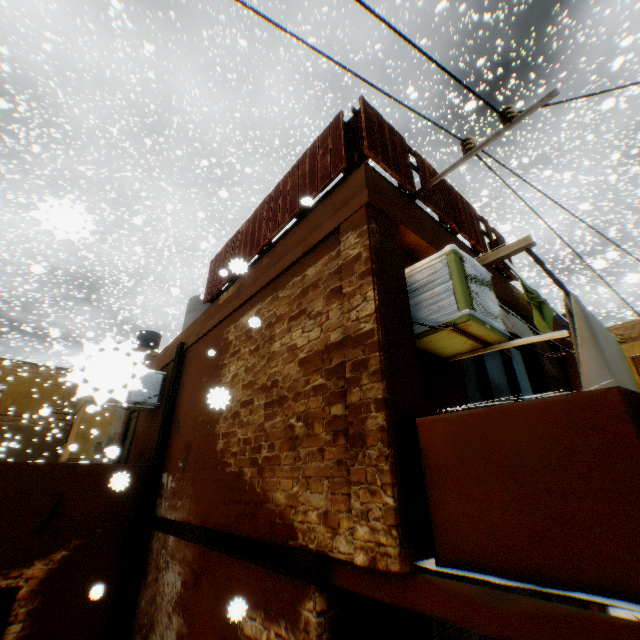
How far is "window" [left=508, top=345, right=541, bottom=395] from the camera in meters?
6.1

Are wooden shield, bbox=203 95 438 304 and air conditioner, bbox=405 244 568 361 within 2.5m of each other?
yes

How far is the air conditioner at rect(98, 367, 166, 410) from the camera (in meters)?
0.65

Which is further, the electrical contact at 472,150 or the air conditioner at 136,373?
the electrical contact at 472,150

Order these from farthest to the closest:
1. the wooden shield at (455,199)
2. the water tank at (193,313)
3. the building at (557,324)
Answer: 1. the water tank at (193,313)
2. the building at (557,324)
3. the wooden shield at (455,199)

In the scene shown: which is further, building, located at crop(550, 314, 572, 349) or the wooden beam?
building, located at crop(550, 314, 572, 349)

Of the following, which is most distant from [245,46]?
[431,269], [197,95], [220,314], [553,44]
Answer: [197,95]
